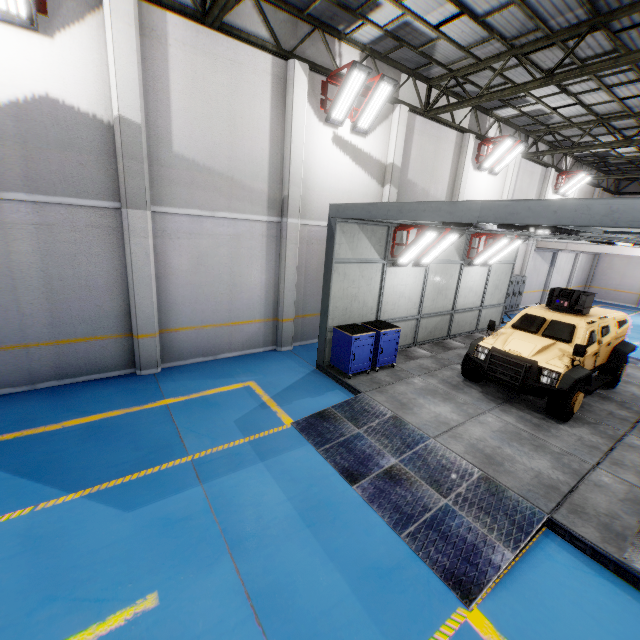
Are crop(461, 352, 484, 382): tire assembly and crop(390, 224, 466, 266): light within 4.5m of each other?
yes

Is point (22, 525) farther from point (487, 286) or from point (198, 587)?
point (487, 286)

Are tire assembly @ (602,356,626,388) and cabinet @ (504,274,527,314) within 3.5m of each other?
no

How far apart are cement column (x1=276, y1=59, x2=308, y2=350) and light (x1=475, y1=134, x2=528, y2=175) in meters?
8.6 m

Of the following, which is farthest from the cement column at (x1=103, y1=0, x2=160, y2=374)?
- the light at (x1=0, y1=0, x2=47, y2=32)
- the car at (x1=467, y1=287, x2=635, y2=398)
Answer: the car at (x1=467, y1=287, x2=635, y2=398)

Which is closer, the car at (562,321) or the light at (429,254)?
the car at (562,321)

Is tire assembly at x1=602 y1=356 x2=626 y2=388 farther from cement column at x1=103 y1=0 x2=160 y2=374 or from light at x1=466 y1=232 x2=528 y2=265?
cement column at x1=103 y1=0 x2=160 y2=374

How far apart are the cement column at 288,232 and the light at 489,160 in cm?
863
